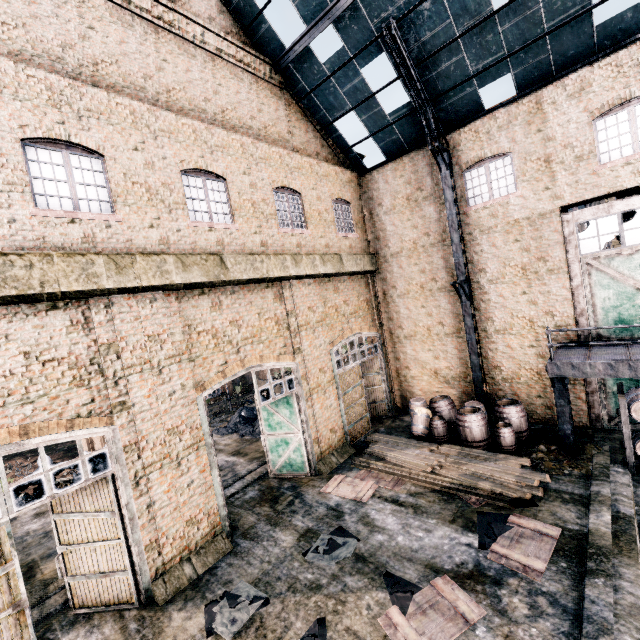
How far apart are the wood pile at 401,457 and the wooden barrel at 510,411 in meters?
2.0

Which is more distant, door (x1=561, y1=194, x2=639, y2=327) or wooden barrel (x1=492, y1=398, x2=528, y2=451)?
wooden barrel (x1=492, y1=398, x2=528, y2=451)

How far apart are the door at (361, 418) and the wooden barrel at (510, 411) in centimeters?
557cm

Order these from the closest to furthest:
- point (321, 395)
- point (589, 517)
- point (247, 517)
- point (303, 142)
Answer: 1. point (589, 517)
2. point (247, 517)
3. point (321, 395)
4. point (303, 142)

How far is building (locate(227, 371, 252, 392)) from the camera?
41.19m

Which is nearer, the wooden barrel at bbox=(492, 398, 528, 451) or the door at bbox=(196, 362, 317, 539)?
the door at bbox=(196, 362, 317, 539)

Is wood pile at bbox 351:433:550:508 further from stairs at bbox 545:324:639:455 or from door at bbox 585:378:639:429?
door at bbox 585:378:639:429

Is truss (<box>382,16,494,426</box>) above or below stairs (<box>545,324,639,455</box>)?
above
